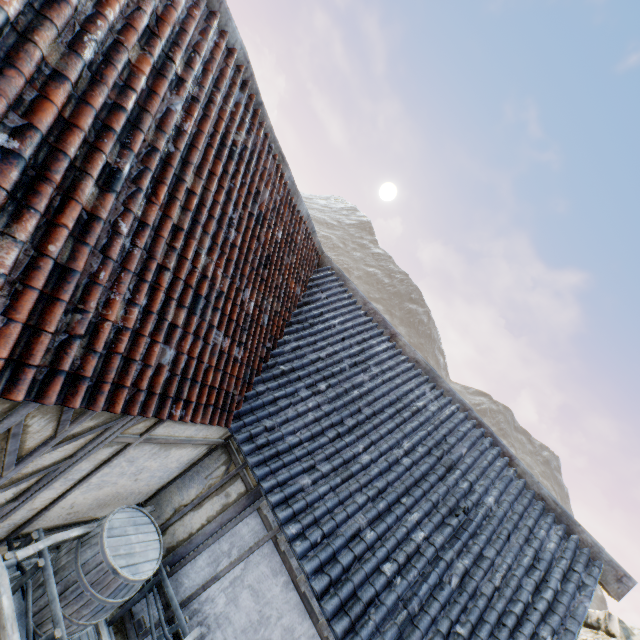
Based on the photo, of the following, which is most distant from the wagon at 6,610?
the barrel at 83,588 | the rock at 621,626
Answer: the rock at 621,626

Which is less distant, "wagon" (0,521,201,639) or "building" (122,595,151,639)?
"wagon" (0,521,201,639)

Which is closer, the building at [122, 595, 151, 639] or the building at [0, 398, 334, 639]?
the building at [0, 398, 334, 639]

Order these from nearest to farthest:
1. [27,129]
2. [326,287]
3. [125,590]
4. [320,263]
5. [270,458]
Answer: [27,129] < [125,590] < [270,458] < [326,287] < [320,263]

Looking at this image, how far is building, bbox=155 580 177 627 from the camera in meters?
4.4 m

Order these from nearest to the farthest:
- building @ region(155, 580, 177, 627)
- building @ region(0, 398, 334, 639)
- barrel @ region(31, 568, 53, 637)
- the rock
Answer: building @ region(0, 398, 334, 639) < barrel @ region(31, 568, 53, 637) < building @ region(155, 580, 177, 627) < the rock

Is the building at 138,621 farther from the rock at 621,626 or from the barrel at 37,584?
the rock at 621,626

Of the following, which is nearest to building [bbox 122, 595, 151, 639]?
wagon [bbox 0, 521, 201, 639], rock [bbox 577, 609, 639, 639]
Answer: wagon [bbox 0, 521, 201, 639]
